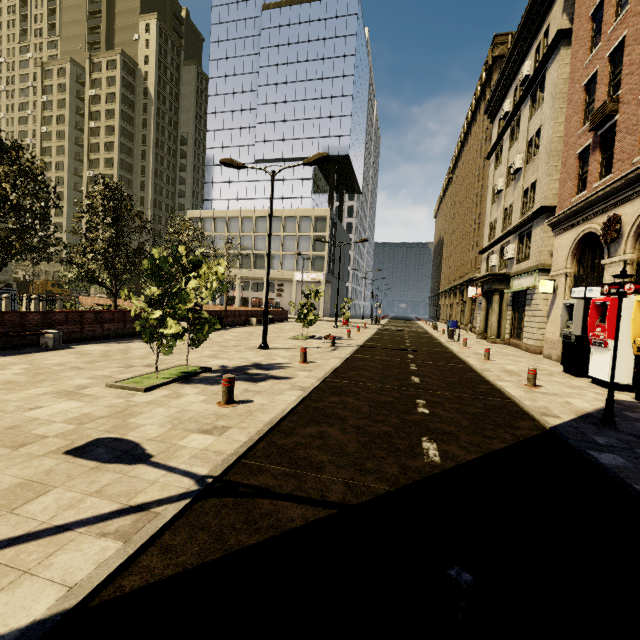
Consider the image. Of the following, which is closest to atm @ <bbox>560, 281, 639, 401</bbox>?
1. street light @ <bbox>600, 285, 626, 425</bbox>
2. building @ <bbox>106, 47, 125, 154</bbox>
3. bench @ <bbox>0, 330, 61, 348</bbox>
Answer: street light @ <bbox>600, 285, 626, 425</bbox>

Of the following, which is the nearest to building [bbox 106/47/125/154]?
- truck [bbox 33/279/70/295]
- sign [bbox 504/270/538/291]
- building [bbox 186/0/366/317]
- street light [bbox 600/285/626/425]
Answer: truck [bbox 33/279/70/295]

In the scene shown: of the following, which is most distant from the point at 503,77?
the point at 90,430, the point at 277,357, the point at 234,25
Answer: the point at 234,25

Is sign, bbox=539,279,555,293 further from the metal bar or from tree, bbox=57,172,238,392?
the metal bar

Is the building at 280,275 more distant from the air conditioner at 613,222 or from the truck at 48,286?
the truck at 48,286

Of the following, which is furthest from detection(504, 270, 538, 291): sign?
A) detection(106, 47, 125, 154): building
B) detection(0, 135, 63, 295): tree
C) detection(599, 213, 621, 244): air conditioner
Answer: detection(106, 47, 125, 154): building

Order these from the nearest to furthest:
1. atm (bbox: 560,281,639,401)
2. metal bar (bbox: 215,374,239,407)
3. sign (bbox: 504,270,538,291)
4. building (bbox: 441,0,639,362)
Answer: metal bar (bbox: 215,374,239,407) < atm (bbox: 560,281,639,401) < building (bbox: 441,0,639,362) < sign (bbox: 504,270,538,291)

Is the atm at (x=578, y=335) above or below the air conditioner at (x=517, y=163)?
below
